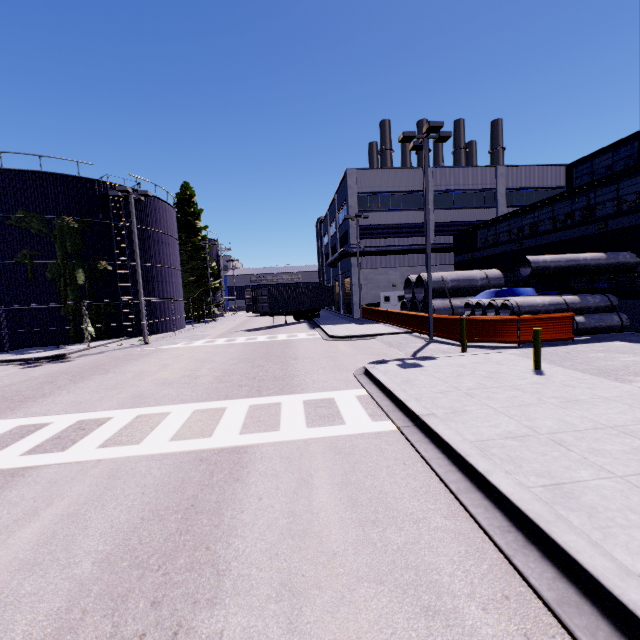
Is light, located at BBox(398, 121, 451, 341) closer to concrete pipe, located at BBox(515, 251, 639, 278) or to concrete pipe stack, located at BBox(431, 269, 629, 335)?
concrete pipe stack, located at BBox(431, 269, 629, 335)

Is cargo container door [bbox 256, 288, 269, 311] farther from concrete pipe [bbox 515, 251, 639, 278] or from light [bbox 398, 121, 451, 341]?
concrete pipe [bbox 515, 251, 639, 278]

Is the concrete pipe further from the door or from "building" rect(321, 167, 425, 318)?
the door

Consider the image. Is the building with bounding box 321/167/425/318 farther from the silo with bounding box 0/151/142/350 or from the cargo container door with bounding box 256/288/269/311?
the cargo container door with bounding box 256/288/269/311

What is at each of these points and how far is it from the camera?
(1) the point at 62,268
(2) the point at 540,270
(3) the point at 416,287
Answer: (1) tree, 22.78m
(2) concrete pipe, 14.56m
(3) concrete pipe stack, 23.11m

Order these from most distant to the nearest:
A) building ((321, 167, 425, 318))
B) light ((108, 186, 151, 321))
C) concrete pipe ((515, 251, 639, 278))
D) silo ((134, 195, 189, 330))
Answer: building ((321, 167, 425, 318)) < silo ((134, 195, 189, 330)) < light ((108, 186, 151, 321)) < concrete pipe ((515, 251, 639, 278))

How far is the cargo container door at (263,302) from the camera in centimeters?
2872cm

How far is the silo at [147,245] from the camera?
27.0 meters
